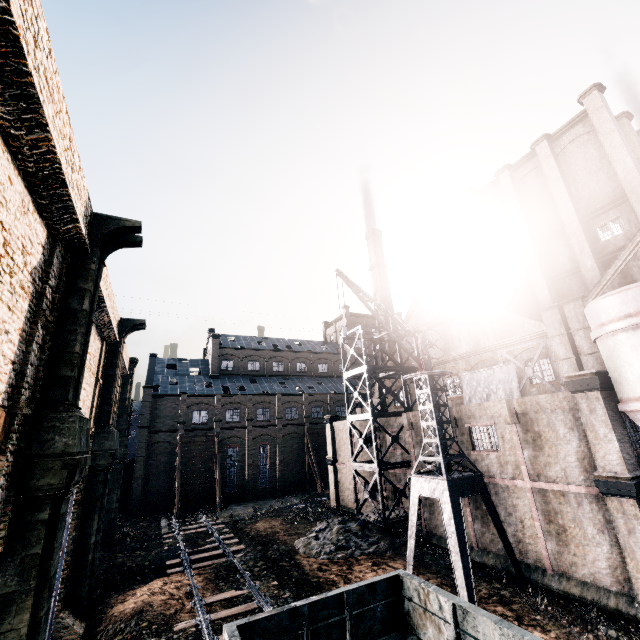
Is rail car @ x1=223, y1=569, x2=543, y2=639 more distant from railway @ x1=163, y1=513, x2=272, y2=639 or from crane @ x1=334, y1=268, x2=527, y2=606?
crane @ x1=334, y1=268, x2=527, y2=606

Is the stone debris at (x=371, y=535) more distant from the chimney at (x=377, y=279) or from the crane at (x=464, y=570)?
the chimney at (x=377, y=279)

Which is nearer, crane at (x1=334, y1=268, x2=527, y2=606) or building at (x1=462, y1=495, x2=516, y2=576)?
crane at (x1=334, y1=268, x2=527, y2=606)

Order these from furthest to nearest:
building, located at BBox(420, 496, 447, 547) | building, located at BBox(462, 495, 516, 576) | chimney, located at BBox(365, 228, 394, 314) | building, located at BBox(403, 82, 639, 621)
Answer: chimney, located at BBox(365, 228, 394, 314) → building, located at BBox(420, 496, 447, 547) → building, located at BBox(462, 495, 516, 576) → building, located at BBox(403, 82, 639, 621)

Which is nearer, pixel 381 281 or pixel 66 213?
pixel 66 213

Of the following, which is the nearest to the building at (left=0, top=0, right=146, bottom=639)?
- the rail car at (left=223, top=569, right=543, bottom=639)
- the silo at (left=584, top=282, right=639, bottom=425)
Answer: the silo at (left=584, top=282, right=639, bottom=425)

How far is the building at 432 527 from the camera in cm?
2266

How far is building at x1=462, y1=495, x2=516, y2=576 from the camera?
18.66m
